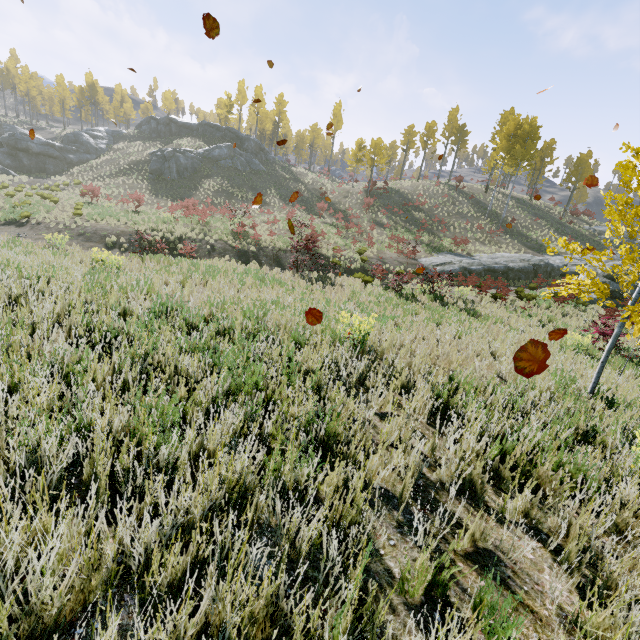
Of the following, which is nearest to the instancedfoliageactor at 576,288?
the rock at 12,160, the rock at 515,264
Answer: the rock at 515,264

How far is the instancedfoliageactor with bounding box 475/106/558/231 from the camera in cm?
3038

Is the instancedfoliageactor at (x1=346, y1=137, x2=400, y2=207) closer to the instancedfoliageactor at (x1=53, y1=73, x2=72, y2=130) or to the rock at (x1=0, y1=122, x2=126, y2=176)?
the rock at (x1=0, y1=122, x2=126, y2=176)

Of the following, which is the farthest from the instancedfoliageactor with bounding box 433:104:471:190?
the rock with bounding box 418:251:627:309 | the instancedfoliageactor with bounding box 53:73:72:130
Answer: the instancedfoliageactor with bounding box 53:73:72:130

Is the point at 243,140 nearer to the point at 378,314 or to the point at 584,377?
the point at 378,314

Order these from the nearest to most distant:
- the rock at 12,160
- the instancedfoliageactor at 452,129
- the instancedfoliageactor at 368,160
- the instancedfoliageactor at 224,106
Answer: the instancedfoliageactor at 368,160 < the rock at 12,160 < the instancedfoliageactor at 452,129 < the instancedfoliageactor at 224,106

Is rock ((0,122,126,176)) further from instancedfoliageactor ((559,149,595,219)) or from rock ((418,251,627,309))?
instancedfoliageactor ((559,149,595,219))
